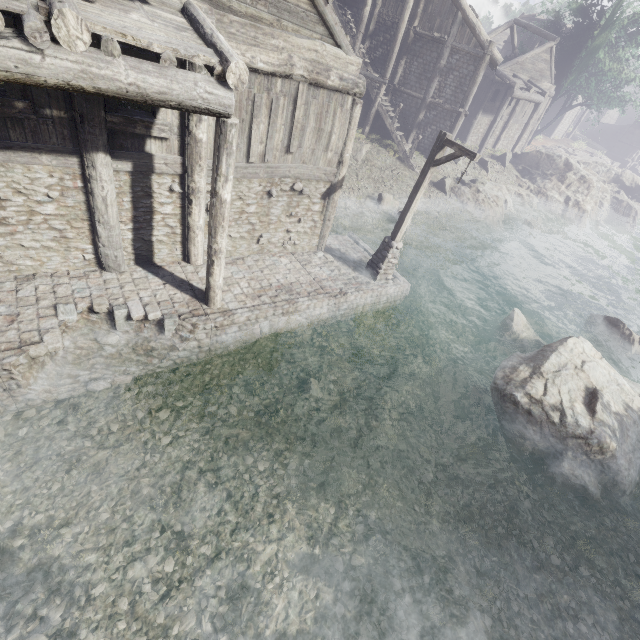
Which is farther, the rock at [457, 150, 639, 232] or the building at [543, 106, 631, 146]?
the building at [543, 106, 631, 146]

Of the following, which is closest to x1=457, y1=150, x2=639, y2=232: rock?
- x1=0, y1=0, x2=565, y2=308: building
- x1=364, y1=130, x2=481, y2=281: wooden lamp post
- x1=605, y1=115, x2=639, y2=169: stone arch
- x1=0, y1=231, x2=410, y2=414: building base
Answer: x1=0, y1=0, x2=565, y2=308: building

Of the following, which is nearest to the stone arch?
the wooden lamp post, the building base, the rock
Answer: the rock

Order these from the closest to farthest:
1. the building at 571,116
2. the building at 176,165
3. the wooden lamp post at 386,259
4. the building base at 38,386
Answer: the building at 176,165 → the building base at 38,386 → the wooden lamp post at 386,259 → the building at 571,116

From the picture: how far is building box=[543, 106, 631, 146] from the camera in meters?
41.2 m

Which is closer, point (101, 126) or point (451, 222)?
point (101, 126)

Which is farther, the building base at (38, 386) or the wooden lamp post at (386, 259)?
the wooden lamp post at (386, 259)

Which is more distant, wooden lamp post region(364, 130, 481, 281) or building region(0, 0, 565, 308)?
wooden lamp post region(364, 130, 481, 281)
